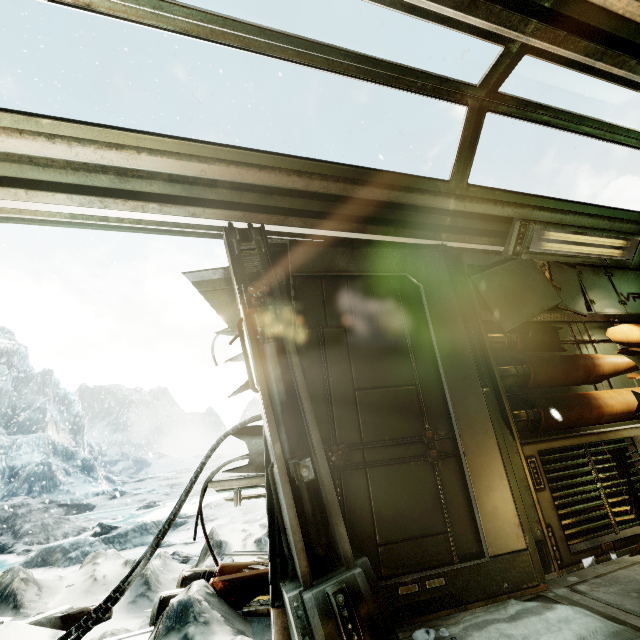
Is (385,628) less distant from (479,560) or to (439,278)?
(479,560)

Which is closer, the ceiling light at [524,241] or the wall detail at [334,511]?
the wall detail at [334,511]

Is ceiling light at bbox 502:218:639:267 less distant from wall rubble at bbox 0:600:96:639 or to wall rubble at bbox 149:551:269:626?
wall rubble at bbox 149:551:269:626

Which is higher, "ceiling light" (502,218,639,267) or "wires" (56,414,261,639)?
"ceiling light" (502,218,639,267)

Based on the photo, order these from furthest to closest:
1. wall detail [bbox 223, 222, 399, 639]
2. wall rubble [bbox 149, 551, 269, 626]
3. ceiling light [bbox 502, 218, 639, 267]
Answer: ceiling light [bbox 502, 218, 639, 267] < wall rubble [bbox 149, 551, 269, 626] < wall detail [bbox 223, 222, 399, 639]

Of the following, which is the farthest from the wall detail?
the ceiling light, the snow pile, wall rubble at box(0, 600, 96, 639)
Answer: the ceiling light

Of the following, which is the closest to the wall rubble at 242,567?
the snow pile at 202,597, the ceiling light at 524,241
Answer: the snow pile at 202,597

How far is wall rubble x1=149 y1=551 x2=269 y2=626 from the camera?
2.2 meters
